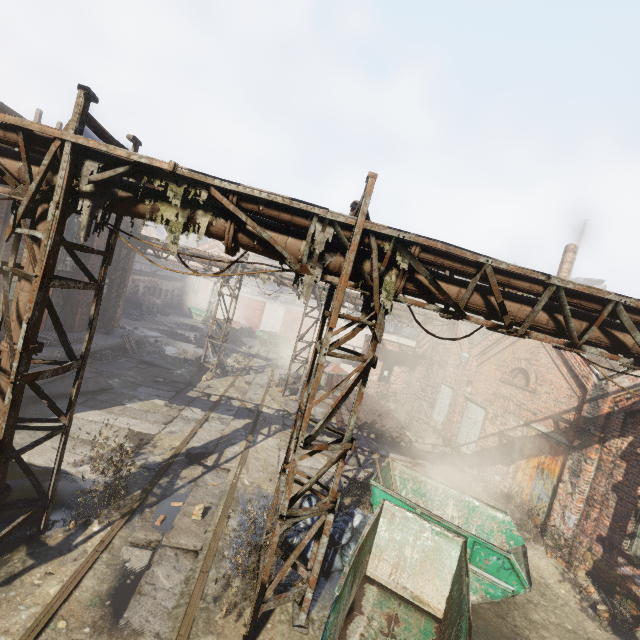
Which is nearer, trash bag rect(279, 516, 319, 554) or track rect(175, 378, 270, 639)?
track rect(175, 378, 270, 639)

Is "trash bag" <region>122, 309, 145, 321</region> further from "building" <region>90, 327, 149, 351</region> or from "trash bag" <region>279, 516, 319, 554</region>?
"trash bag" <region>279, 516, 319, 554</region>

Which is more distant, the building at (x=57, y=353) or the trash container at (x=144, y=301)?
the trash container at (x=144, y=301)

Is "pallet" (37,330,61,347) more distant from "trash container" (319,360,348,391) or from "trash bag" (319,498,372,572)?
"trash container" (319,360,348,391)

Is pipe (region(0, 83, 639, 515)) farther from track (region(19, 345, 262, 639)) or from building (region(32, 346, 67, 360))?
track (region(19, 345, 262, 639))

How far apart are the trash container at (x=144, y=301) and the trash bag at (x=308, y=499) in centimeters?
→ 2826cm

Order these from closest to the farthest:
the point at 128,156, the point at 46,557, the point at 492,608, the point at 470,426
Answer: the point at 128,156
the point at 46,557
the point at 492,608
the point at 470,426

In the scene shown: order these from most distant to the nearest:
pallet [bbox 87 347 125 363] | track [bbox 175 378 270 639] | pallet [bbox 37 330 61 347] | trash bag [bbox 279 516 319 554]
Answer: pallet [bbox 87 347 125 363] < pallet [bbox 37 330 61 347] < trash bag [bbox 279 516 319 554] < track [bbox 175 378 270 639]
